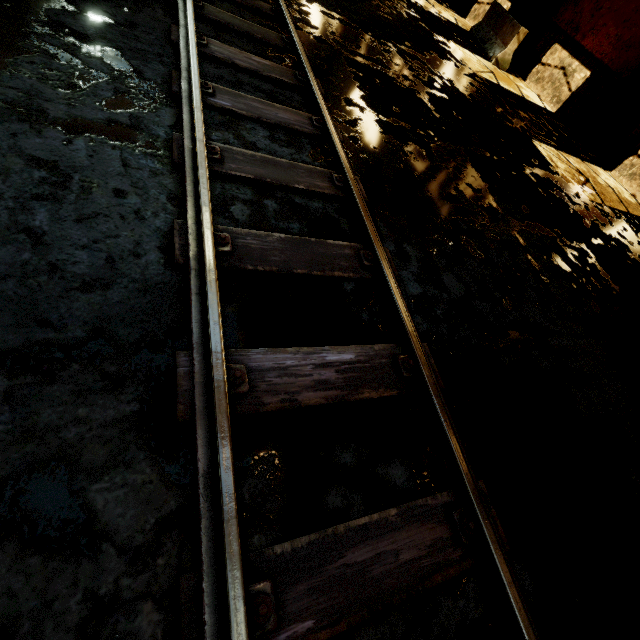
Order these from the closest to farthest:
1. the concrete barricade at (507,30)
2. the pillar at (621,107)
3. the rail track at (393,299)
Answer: the rail track at (393,299) < the pillar at (621,107) < the concrete barricade at (507,30)

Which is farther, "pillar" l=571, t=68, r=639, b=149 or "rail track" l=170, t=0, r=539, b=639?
"pillar" l=571, t=68, r=639, b=149

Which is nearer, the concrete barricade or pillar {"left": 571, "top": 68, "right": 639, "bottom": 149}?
pillar {"left": 571, "top": 68, "right": 639, "bottom": 149}

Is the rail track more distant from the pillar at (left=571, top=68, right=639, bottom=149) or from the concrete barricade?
the pillar at (left=571, top=68, right=639, bottom=149)

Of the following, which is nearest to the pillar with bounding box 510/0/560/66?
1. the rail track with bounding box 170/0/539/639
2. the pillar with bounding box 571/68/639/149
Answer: the pillar with bounding box 571/68/639/149

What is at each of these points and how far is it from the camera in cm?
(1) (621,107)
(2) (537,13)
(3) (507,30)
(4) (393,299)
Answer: (1) pillar, 888
(2) pillar, 1088
(3) concrete barricade, 1052
(4) rail track, 254

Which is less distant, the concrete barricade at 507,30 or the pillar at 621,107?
the pillar at 621,107
